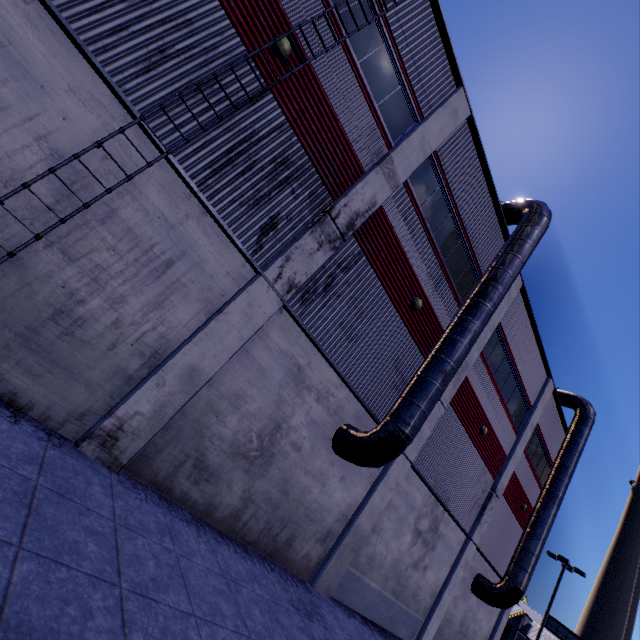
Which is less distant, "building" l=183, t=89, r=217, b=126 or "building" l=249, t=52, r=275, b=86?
"building" l=183, t=89, r=217, b=126

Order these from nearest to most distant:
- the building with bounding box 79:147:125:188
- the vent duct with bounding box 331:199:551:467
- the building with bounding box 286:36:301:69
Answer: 1. the building with bounding box 79:147:125:188
2. the building with bounding box 286:36:301:69
3. the vent duct with bounding box 331:199:551:467

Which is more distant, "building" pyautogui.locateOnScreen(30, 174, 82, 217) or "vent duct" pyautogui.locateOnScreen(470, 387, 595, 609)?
"vent duct" pyautogui.locateOnScreen(470, 387, 595, 609)

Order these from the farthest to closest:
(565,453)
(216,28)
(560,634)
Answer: (560,634), (565,453), (216,28)

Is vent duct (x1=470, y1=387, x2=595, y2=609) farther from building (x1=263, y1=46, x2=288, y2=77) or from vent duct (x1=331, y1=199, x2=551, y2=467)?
vent duct (x1=331, y1=199, x2=551, y2=467)

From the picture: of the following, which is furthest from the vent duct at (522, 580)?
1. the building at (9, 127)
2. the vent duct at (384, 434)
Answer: the vent duct at (384, 434)
